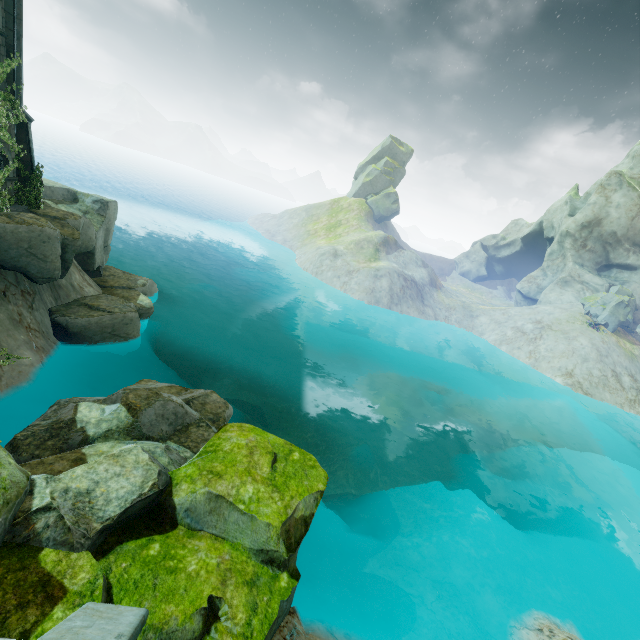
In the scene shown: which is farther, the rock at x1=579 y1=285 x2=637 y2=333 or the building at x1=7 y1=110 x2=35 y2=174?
the rock at x1=579 y1=285 x2=637 y2=333

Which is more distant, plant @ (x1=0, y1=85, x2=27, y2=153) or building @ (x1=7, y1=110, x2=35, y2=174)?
building @ (x1=7, y1=110, x2=35, y2=174)

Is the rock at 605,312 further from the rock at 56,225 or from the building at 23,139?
the building at 23,139

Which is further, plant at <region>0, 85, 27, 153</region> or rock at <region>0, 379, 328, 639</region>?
plant at <region>0, 85, 27, 153</region>

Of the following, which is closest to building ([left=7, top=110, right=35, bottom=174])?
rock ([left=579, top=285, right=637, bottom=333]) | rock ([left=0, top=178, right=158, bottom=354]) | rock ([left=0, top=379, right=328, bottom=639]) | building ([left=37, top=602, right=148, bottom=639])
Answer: rock ([left=0, top=178, right=158, bottom=354])

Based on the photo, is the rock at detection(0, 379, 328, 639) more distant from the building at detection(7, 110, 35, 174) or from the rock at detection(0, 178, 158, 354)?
the building at detection(7, 110, 35, 174)

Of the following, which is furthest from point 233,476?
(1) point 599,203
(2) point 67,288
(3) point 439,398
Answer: (1) point 599,203

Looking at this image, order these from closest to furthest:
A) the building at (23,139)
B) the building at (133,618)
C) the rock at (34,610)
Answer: the building at (133,618)
the rock at (34,610)
the building at (23,139)
